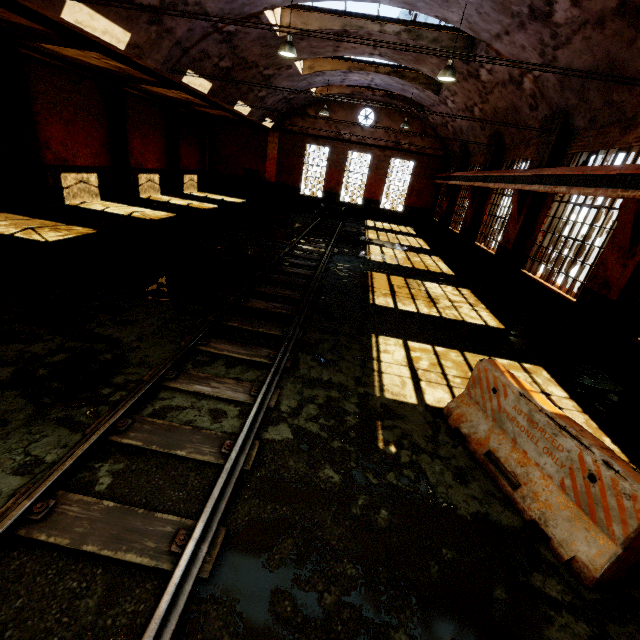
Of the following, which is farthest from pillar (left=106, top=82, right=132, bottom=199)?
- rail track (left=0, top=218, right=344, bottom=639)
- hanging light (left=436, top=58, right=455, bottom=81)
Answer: hanging light (left=436, top=58, right=455, bottom=81)

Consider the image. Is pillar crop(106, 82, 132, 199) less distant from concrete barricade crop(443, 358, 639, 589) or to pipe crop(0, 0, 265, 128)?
pipe crop(0, 0, 265, 128)

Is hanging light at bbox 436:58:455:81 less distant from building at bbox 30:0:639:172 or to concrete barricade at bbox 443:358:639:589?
building at bbox 30:0:639:172

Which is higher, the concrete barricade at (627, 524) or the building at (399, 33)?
the building at (399, 33)

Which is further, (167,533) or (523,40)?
(523,40)

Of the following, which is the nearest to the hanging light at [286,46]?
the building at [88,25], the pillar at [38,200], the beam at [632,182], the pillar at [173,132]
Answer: the building at [88,25]

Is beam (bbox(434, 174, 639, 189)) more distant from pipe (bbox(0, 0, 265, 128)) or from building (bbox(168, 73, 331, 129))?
pipe (bbox(0, 0, 265, 128))

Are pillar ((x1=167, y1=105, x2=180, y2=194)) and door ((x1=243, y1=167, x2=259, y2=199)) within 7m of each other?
yes
